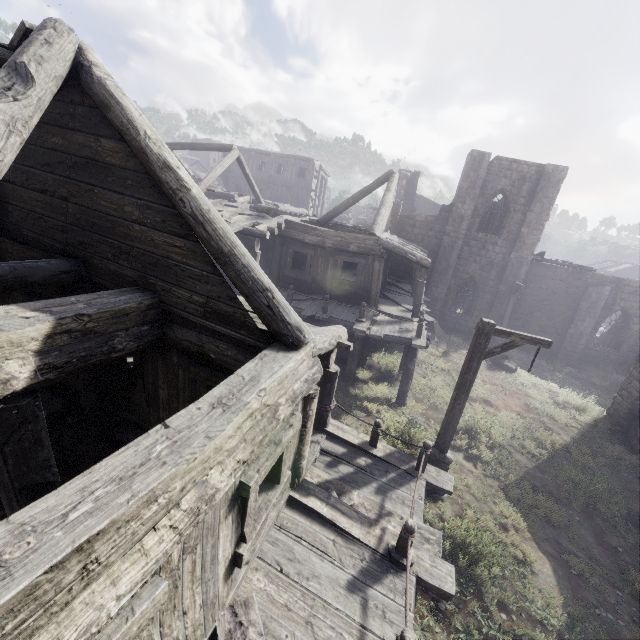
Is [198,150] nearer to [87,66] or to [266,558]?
[87,66]

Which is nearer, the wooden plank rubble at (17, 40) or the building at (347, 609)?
the building at (347, 609)

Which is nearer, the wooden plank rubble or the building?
the building
